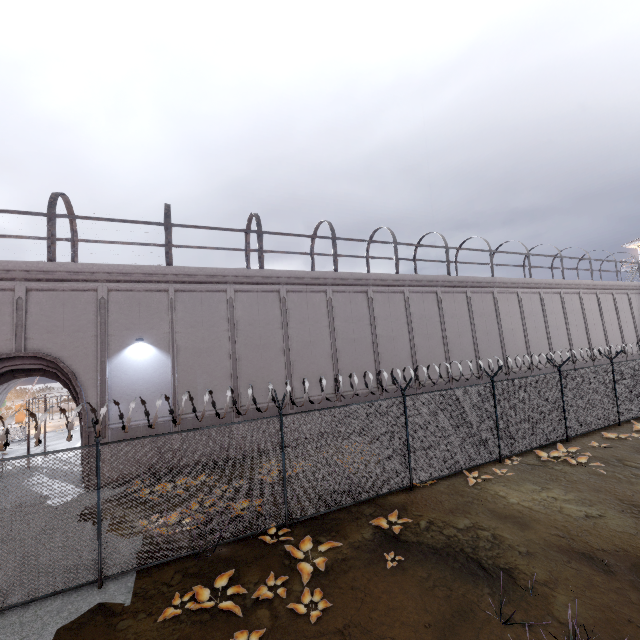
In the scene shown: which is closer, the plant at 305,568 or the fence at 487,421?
the plant at 305,568

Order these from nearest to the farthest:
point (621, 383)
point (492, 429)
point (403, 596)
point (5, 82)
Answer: point (403, 596) < point (492, 429) < point (621, 383) < point (5, 82)

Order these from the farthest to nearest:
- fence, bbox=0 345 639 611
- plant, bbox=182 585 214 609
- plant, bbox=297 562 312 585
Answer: fence, bbox=0 345 639 611 < plant, bbox=297 562 312 585 < plant, bbox=182 585 214 609

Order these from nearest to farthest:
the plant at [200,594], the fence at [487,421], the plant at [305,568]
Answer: the plant at [200,594], the plant at [305,568], the fence at [487,421]

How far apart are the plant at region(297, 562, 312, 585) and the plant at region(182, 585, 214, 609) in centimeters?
129cm

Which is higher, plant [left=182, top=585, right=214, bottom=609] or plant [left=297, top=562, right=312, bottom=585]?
plant [left=182, top=585, right=214, bottom=609]

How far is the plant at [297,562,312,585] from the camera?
6.3m

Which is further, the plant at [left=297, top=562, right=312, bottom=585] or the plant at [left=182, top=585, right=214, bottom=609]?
the plant at [left=297, top=562, right=312, bottom=585]
